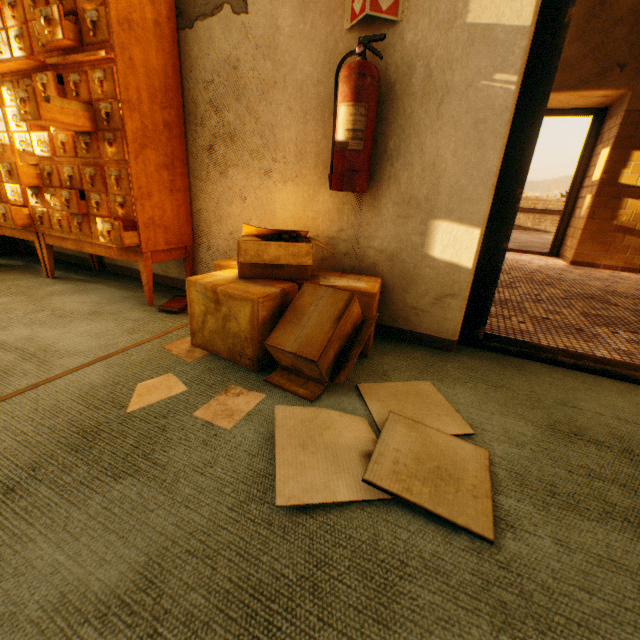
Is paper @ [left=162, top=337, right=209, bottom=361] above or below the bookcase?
below

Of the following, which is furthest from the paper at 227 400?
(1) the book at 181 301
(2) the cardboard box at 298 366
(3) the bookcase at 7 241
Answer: (3) the bookcase at 7 241

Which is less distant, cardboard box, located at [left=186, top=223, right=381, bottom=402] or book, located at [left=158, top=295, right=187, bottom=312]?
cardboard box, located at [left=186, top=223, right=381, bottom=402]

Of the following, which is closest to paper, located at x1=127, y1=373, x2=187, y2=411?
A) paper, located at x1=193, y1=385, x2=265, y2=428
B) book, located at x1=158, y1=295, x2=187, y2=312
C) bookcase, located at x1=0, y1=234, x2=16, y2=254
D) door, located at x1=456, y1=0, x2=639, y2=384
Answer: paper, located at x1=193, y1=385, x2=265, y2=428

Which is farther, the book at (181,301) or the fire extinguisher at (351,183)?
the book at (181,301)

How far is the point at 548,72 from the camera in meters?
1.3 m

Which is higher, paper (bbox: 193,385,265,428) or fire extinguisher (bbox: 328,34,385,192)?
fire extinguisher (bbox: 328,34,385,192)

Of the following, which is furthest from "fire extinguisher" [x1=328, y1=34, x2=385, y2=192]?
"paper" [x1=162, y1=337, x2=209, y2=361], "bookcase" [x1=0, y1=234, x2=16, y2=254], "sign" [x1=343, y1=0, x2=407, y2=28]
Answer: "bookcase" [x1=0, y1=234, x2=16, y2=254]
